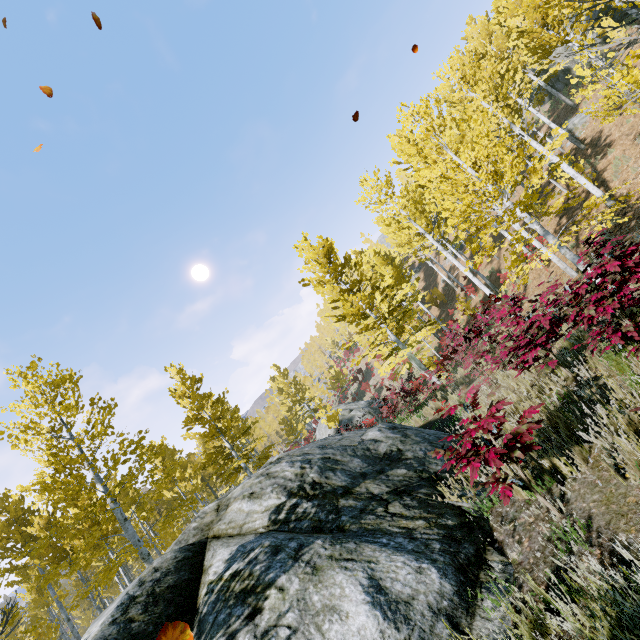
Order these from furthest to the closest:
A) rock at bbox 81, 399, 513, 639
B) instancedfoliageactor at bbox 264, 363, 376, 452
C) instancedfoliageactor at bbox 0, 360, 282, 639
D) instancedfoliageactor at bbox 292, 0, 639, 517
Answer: instancedfoliageactor at bbox 264, 363, 376, 452 → instancedfoliageactor at bbox 0, 360, 282, 639 → instancedfoliageactor at bbox 292, 0, 639, 517 → rock at bbox 81, 399, 513, 639

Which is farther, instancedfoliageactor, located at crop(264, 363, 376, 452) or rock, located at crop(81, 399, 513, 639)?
instancedfoliageactor, located at crop(264, 363, 376, 452)

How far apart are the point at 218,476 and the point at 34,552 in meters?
25.2 m

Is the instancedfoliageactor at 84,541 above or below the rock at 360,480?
above

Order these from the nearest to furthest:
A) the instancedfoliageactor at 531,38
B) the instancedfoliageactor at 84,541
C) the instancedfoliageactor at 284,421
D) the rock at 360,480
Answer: the rock at 360,480 → the instancedfoliageactor at 531,38 → the instancedfoliageactor at 84,541 → the instancedfoliageactor at 284,421

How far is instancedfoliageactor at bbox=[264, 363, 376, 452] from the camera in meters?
24.1

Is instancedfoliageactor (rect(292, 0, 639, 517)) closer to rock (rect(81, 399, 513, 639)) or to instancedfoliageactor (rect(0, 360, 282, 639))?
instancedfoliageactor (rect(0, 360, 282, 639))
